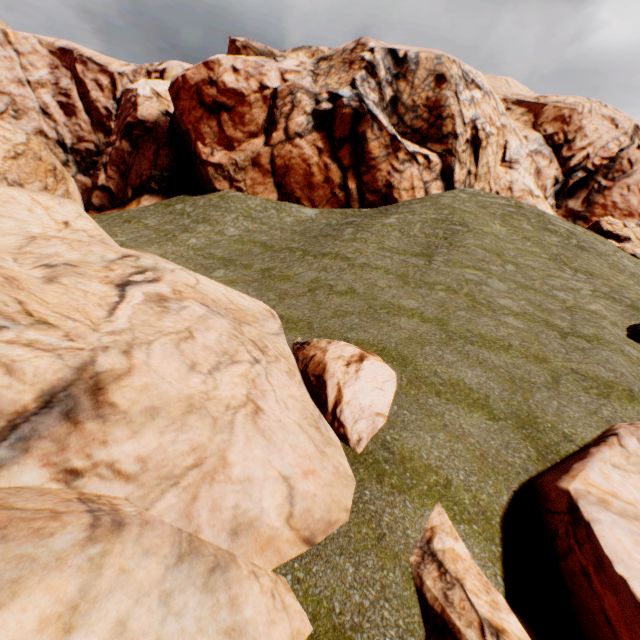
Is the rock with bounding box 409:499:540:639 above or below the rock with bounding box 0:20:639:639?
below

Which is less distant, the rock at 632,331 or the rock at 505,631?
the rock at 505,631

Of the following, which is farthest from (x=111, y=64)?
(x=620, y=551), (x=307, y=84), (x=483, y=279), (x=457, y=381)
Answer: (x=620, y=551)

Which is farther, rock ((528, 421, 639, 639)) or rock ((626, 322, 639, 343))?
rock ((626, 322, 639, 343))
